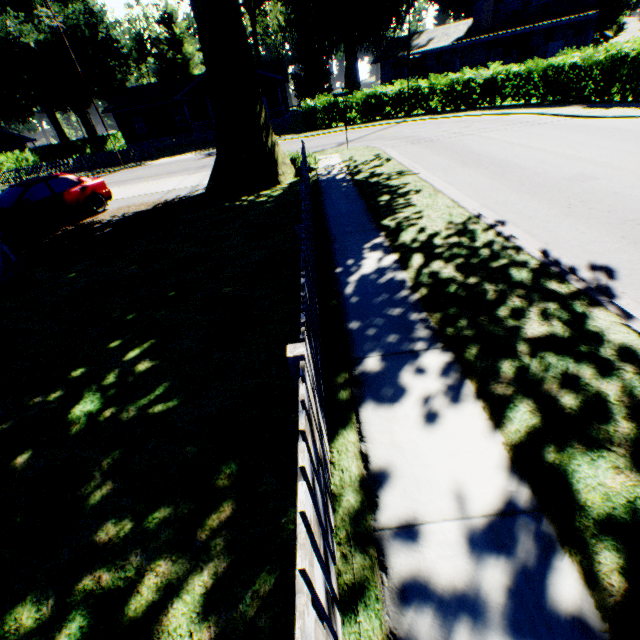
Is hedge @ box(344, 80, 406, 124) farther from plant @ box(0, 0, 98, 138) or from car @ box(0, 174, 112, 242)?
plant @ box(0, 0, 98, 138)

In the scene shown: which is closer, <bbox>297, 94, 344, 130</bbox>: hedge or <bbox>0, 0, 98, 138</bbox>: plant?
<bbox>297, 94, 344, 130</bbox>: hedge

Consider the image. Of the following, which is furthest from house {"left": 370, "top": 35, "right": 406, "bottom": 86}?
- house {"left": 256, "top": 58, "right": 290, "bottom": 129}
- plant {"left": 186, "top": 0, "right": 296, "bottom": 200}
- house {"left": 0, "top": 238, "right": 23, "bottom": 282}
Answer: house {"left": 0, "top": 238, "right": 23, "bottom": 282}

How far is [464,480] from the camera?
2.5m

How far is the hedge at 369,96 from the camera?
25.4m

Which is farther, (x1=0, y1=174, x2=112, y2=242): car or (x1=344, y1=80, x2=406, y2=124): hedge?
(x1=344, y1=80, x2=406, y2=124): hedge

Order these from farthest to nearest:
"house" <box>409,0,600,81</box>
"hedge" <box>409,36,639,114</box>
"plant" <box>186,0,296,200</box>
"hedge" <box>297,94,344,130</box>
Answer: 1. "house" <box>409,0,600,81</box>
2. "hedge" <box>297,94,344,130</box>
3. "hedge" <box>409,36,639,114</box>
4. "plant" <box>186,0,296,200</box>

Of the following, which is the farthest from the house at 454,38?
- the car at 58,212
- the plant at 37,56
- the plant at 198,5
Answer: the plant at 37,56
